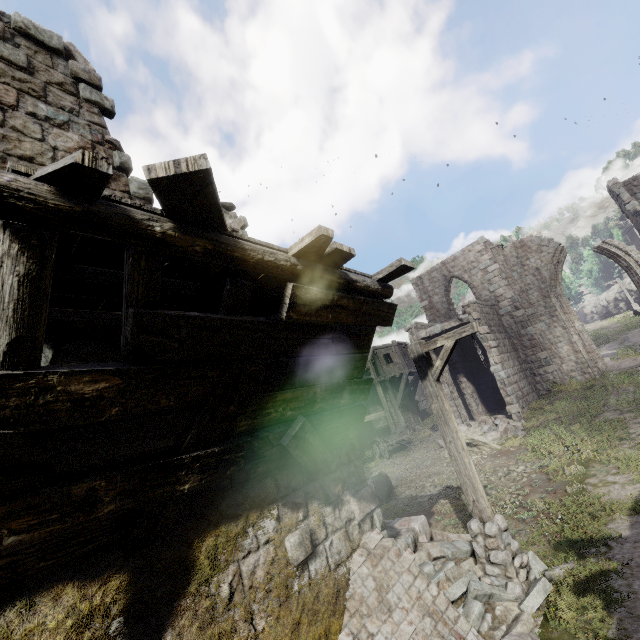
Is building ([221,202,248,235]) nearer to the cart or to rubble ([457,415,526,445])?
rubble ([457,415,526,445])

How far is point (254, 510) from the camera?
4.3 meters

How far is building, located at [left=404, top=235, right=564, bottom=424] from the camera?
17.4m

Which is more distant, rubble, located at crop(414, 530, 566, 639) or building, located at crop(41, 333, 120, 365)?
rubble, located at crop(414, 530, 566, 639)

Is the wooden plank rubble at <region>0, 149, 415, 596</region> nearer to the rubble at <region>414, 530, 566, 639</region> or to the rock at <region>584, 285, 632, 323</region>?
the rubble at <region>414, 530, 566, 639</region>

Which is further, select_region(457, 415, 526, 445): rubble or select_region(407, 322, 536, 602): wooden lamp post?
select_region(457, 415, 526, 445): rubble

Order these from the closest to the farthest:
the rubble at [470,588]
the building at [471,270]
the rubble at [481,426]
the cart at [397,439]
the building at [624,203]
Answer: the rubble at [470,588], the rubble at [481,426], the building at [471,270], the building at [624,203], the cart at [397,439]

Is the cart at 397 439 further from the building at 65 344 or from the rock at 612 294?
the rock at 612 294
